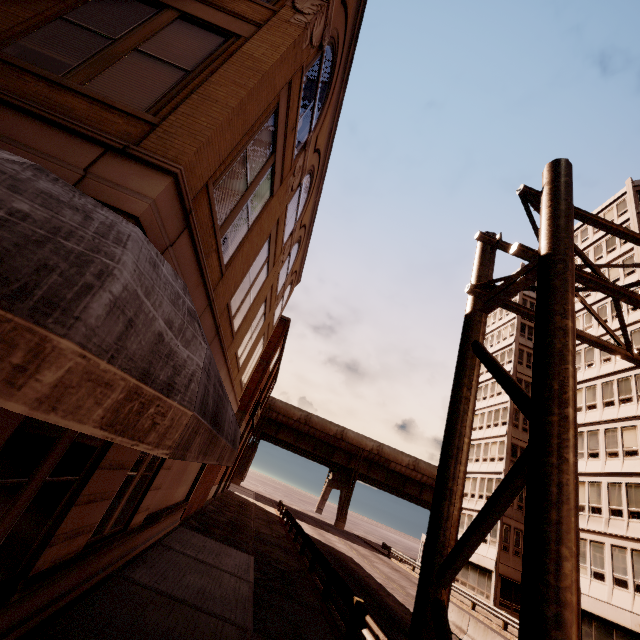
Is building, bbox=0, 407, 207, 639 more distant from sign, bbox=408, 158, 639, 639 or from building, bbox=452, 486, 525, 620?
building, bbox=452, 486, 525, 620

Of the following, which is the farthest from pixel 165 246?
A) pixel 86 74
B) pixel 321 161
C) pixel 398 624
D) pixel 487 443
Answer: pixel 487 443

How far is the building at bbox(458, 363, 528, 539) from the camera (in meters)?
32.50

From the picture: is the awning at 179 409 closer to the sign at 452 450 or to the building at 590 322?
the sign at 452 450

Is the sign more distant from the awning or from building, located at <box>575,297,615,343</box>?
building, located at <box>575,297,615,343</box>

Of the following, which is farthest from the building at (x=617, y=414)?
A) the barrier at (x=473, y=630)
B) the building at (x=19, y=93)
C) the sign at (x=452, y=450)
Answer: the building at (x=19, y=93)

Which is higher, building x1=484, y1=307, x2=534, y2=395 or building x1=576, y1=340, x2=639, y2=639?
building x1=484, y1=307, x2=534, y2=395

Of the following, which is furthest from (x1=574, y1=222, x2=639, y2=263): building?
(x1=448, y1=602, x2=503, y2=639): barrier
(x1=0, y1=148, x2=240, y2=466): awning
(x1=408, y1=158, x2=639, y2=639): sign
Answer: (x1=0, y1=148, x2=240, y2=466): awning
